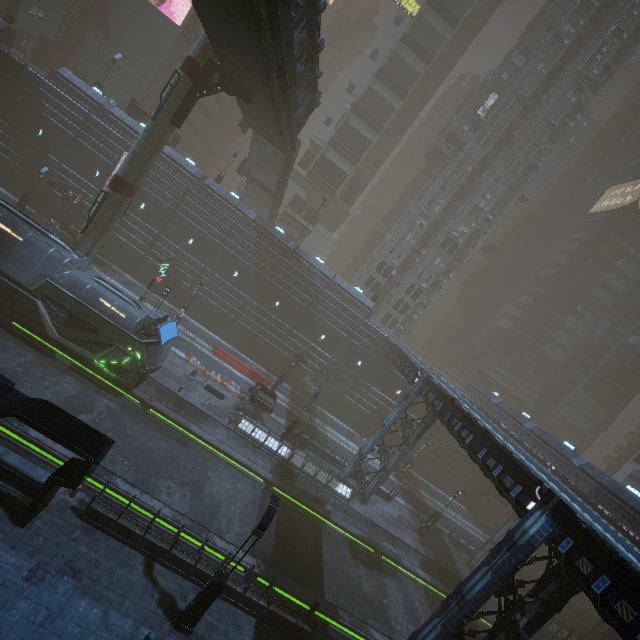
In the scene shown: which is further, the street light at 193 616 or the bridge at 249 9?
the bridge at 249 9

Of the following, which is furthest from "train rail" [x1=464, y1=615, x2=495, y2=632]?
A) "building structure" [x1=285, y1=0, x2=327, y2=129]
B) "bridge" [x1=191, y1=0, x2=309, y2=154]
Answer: "building structure" [x1=285, y1=0, x2=327, y2=129]

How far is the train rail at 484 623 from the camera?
24.0 meters

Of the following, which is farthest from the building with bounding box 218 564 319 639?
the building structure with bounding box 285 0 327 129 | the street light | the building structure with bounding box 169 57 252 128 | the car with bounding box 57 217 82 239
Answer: the building structure with bounding box 285 0 327 129

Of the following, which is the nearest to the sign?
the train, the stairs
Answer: the stairs

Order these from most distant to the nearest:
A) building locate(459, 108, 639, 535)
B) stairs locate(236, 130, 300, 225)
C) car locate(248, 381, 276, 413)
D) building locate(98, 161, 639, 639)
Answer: stairs locate(236, 130, 300, 225) → building locate(459, 108, 639, 535) → car locate(248, 381, 276, 413) → building locate(98, 161, 639, 639)

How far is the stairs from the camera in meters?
33.2

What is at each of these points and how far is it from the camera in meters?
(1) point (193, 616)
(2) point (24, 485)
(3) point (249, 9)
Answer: (1) street light, 11.4 m
(2) building, 11.5 m
(3) bridge, 13.4 m
